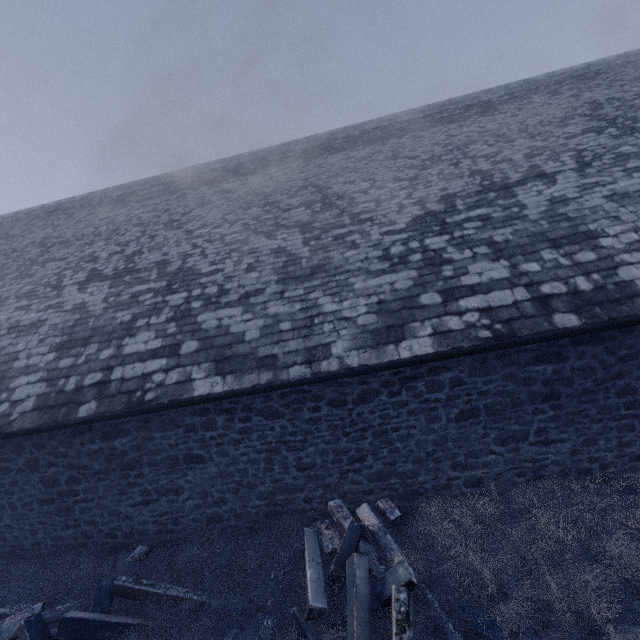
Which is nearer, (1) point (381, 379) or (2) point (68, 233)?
(1) point (381, 379)

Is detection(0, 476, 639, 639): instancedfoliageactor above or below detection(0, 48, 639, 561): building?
below

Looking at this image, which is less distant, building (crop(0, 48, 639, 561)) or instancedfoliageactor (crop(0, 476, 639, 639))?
instancedfoliageactor (crop(0, 476, 639, 639))

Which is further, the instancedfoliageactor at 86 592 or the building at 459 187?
the building at 459 187

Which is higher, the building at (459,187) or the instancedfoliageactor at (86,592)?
the building at (459,187)
